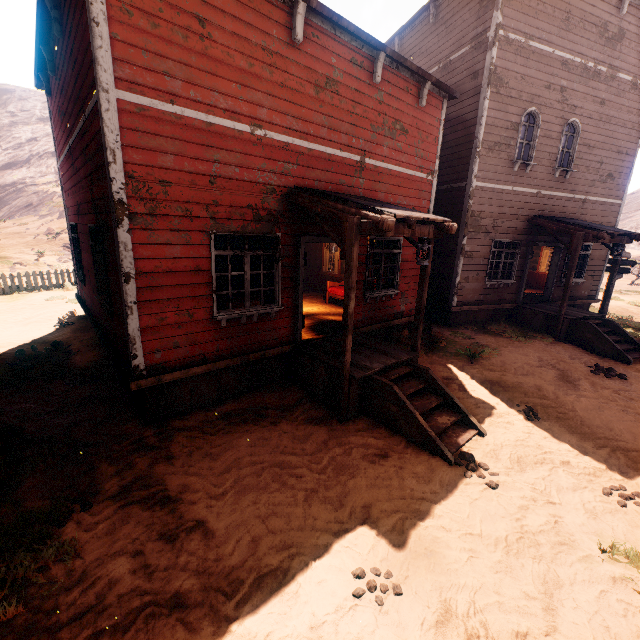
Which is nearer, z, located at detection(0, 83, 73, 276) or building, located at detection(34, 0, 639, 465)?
building, located at detection(34, 0, 639, 465)

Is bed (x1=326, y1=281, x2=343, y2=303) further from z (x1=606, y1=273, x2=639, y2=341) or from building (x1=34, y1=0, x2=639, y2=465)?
z (x1=606, y1=273, x2=639, y2=341)

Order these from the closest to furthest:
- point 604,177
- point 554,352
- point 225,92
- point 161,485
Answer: point 161,485, point 225,92, point 554,352, point 604,177

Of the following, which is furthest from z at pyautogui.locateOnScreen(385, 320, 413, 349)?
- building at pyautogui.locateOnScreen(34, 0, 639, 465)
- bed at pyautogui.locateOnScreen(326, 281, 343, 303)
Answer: bed at pyautogui.locateOnScreen(326, 281, 343, 303)

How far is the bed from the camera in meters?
10.6 m

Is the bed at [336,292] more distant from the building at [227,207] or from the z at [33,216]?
the z at [33,216]

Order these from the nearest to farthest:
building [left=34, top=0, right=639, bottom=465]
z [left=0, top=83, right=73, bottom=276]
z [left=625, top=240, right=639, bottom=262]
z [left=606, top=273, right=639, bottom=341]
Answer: building [left=34, top=0, right=639, bottom=465], z [left=606, top=273, right=639, bottom=341], z [left=0, top=83, right=73, bottom=276], z [left=625, top=240, right=639, bottom=262]

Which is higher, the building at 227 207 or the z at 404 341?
the building at 227 207
